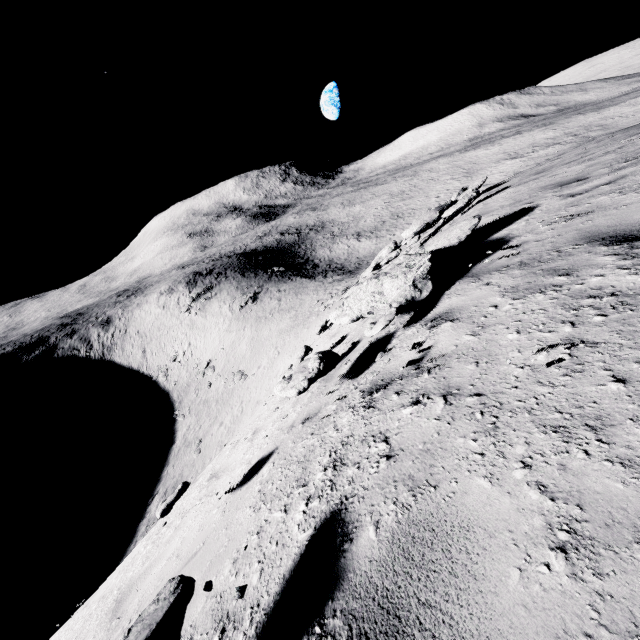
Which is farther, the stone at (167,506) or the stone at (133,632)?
the stone at (167,506)

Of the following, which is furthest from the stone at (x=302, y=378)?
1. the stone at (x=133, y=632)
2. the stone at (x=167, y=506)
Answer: the stone at (x=133, y=632)

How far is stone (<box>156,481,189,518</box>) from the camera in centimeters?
383cm

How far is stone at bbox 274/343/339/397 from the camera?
4.0 meters

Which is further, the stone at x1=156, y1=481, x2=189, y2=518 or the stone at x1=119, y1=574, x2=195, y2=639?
the stone at x1=156, y1=481, x2=189, y2=518

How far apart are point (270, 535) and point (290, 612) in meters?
0.9

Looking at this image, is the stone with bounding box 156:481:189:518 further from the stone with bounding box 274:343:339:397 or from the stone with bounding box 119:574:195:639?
the stone with bounding box 119:574:195:639
